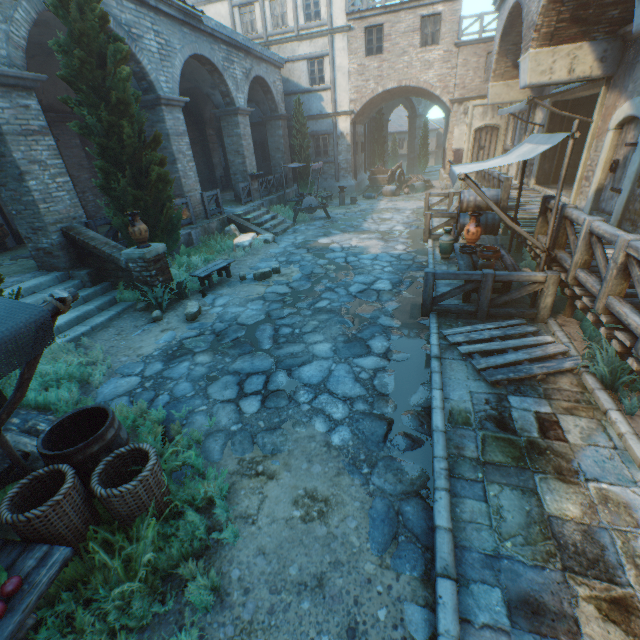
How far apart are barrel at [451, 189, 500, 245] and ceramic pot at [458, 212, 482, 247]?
0.97m

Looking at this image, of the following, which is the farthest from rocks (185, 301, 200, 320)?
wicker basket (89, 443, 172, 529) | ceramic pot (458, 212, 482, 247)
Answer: ceramic pot (458, 212, 482, 247)

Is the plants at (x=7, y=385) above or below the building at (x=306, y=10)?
below

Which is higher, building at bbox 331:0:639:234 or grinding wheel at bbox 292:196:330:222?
building at bbox 331:0:639:234

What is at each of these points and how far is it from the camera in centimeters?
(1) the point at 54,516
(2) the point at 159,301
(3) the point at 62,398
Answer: (1) wicker basket, 250cm
(2) grass clump, 751cm
(3) plants, 475cm

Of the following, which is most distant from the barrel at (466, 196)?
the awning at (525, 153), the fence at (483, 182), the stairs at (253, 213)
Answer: the stairs at (253, 213)

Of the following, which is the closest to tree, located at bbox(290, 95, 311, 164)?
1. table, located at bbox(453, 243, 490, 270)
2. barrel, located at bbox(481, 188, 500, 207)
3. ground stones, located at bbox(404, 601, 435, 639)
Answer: ground stones, located at bbox(404, 601, 435, 639)

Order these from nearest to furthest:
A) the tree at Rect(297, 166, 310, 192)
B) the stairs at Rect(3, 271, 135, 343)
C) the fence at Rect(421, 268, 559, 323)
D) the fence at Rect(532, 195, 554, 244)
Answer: the fence at Rect(421, 268, 559, 323), the fence at Rect(532, 195, 554, 244), the stairs at Rect(3, 271, 135, 343), the tree at Rect(297, 166, 310, 192)
